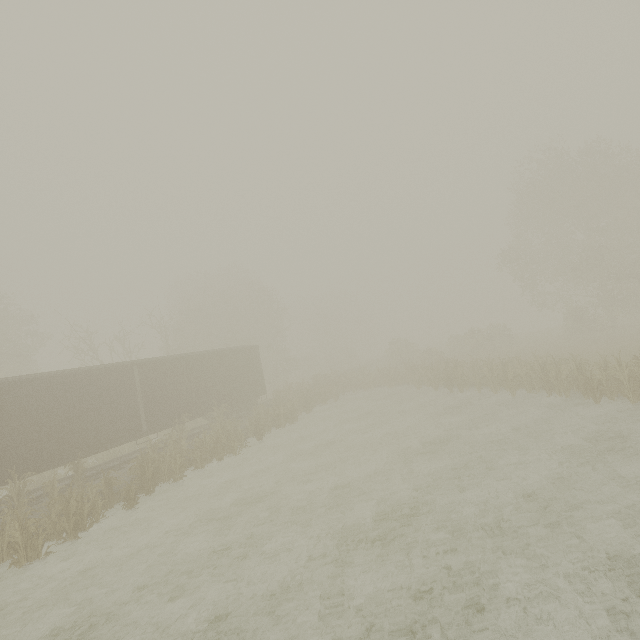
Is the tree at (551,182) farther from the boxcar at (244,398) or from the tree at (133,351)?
the tree at (133,351)

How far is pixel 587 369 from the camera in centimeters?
1370cm

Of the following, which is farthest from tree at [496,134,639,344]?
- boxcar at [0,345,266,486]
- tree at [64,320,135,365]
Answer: tree at [64,320,135,365]

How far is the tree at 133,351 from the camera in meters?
23.5

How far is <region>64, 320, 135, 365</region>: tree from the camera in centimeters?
2348cm

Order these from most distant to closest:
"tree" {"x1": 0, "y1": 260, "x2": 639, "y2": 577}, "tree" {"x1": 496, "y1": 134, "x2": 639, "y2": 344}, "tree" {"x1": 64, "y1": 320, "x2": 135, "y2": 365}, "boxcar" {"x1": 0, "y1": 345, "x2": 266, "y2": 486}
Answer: "tree" {"x1": 496, "y1": 134, "x2": 639, "y2": 344} < "tree" {"x1": 64, "y1": 320, "x2": 135, "y2": 365} < "boxcar" {"x1": 0, "y1": 345, "x2": 266, "y2": 486} < "tree" {"x1": 0, "y1": 260, "x2": 639, "y2": 577}

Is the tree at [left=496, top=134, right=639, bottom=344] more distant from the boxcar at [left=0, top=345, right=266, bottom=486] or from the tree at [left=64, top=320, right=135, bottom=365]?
the tree at [left=64, top=320, right=135, bottom=365]
